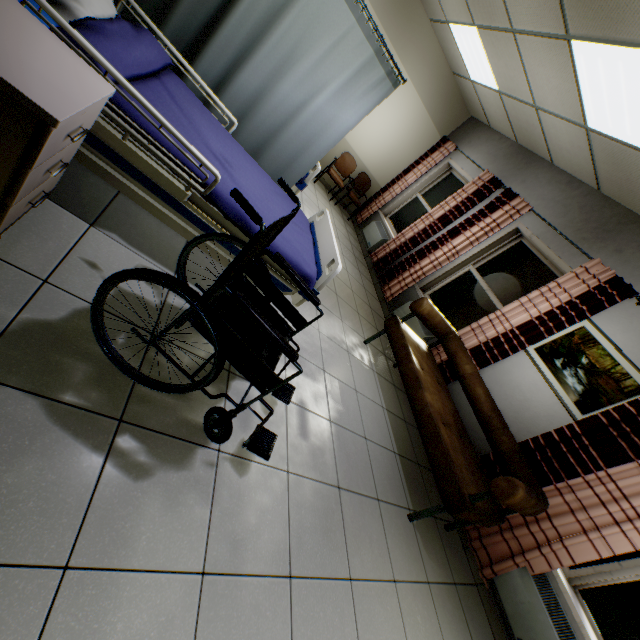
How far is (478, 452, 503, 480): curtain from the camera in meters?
3.2 m

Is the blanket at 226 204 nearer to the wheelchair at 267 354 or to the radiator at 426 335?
the wheelchair at 267 354

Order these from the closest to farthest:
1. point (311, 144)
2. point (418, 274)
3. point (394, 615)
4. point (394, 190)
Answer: point (394, 615), point (311, 144), point (418, 274), point (394, 190)

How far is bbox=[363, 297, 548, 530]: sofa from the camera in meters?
2.5

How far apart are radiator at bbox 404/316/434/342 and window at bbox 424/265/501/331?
0.2m

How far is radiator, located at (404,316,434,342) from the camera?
4.71m

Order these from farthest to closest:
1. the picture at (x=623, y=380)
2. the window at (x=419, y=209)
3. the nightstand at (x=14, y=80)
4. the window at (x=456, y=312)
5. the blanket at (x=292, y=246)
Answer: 1. the window at (x=419, y=209)
2. the window at (x=456, y=312)
3. the picture at (x=623, y=380)
4. the blanket at (x=292, y=246)
5. the nightstand at (x=14, y=80)

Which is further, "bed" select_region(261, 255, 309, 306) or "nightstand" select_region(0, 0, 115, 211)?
"bed" select_region(261, 255, 309, 306)
